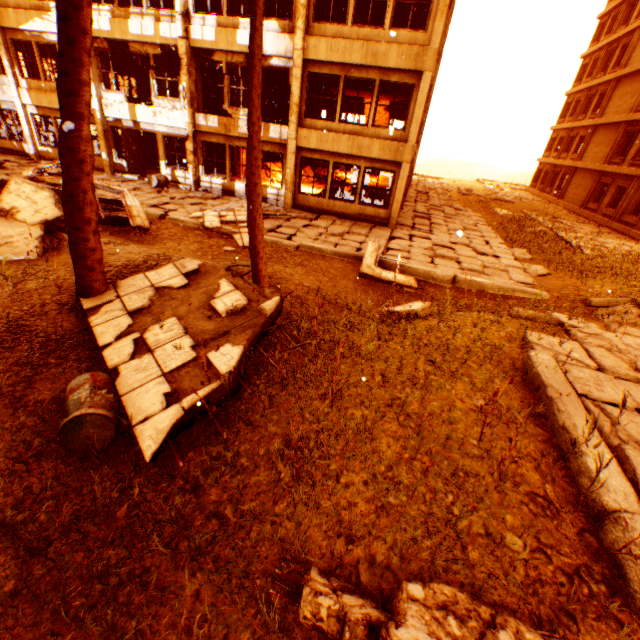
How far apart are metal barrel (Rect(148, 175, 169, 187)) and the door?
0.0m

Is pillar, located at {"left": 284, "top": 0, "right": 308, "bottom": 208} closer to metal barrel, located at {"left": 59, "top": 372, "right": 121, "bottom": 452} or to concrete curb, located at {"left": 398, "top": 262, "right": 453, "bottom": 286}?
concrete curb, located at {"left": 398, "top": 262, "right": 453, "bottom": 286}

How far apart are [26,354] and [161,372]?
2.0 meters

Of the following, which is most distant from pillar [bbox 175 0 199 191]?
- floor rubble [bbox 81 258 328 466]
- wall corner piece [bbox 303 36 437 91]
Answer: floor rubble [bbox 81 258 328 466]

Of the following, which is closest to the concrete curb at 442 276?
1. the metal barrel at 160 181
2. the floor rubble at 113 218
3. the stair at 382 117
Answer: the floor rubble at 113 218

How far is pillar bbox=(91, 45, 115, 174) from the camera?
14.75m

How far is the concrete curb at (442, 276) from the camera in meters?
9.6

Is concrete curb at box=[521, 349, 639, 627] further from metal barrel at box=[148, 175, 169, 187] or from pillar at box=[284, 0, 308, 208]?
metal barrel at box=[148, 175, 169, 187]
